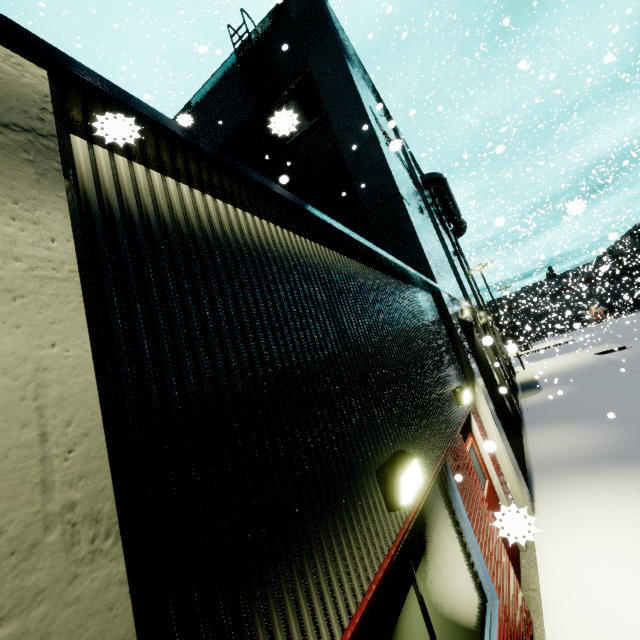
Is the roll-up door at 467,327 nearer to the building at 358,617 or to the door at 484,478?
the building at 358,617

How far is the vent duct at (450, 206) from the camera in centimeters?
1969cm

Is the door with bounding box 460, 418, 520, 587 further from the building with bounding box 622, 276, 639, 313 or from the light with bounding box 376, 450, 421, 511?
the light with bounding box 376, 450, 421, 511

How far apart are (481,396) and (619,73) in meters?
53.4 m

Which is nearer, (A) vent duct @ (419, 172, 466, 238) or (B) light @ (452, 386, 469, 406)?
(B) light @ (452, 386, 469, 406)

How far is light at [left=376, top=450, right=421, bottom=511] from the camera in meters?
2.2 m

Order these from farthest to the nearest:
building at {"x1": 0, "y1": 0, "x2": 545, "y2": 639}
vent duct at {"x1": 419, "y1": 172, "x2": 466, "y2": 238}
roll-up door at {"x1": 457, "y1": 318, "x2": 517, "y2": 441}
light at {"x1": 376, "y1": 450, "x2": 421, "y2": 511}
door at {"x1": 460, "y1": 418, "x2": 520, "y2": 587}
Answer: vent duct at {"x1": 419, "y1": 172, "x2": 466, "y2": 238} → roll-up door at {"x1": 457, "y1": 318, "x2": 517, "y2": 441} → light at {"x1": 376, "y1": 450, "x2": 421, "y2": 511} → door at {"x1": 460, "y1": 418, "x2": 520, "y2": 587} → building at {"x1": 0, "y1": 0, "x2": 545, "y2": 639}

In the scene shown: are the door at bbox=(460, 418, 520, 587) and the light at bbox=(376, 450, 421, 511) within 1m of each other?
no
